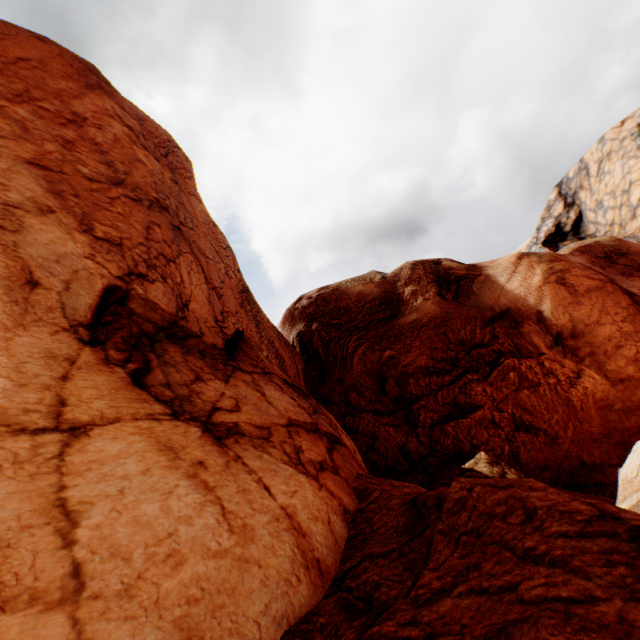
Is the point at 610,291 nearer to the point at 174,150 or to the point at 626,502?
the point at 626,502
